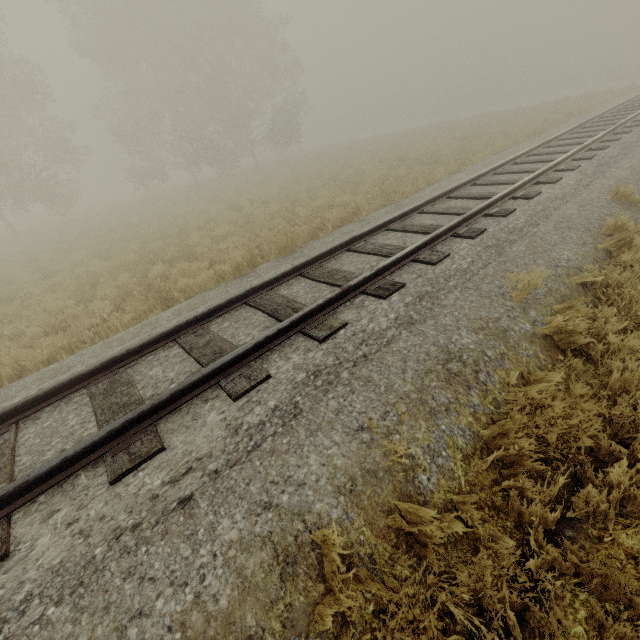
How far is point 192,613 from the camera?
2.0 meters
